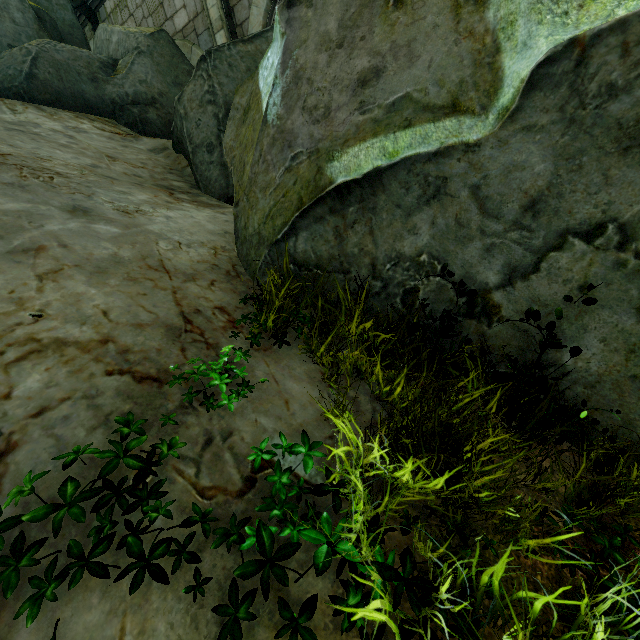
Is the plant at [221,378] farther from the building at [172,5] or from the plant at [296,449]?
the building at [172,5]

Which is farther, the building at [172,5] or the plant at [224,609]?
the building at [172,5]

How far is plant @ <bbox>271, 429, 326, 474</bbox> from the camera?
1.54m

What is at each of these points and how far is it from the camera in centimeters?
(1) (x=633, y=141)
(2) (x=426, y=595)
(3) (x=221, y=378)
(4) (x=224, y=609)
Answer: (1) rock, 174cm
(2) plant, 124cm
(3) plant, 188cm
(4) plant, 116cm

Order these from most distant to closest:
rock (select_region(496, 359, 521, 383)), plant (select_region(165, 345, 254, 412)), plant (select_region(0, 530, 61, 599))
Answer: rock (select_region(496, 359, 521, 383))
plant (select_region(165, 345, 254, 412))
plant (select_region(0, 530, 61, 599))

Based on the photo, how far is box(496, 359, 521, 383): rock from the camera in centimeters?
229cm

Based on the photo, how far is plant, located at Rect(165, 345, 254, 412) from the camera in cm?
177

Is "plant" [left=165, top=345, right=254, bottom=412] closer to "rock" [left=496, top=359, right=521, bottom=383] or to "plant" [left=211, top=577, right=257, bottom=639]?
"plant" [left=211, top=577, right=257, bottom=639]
